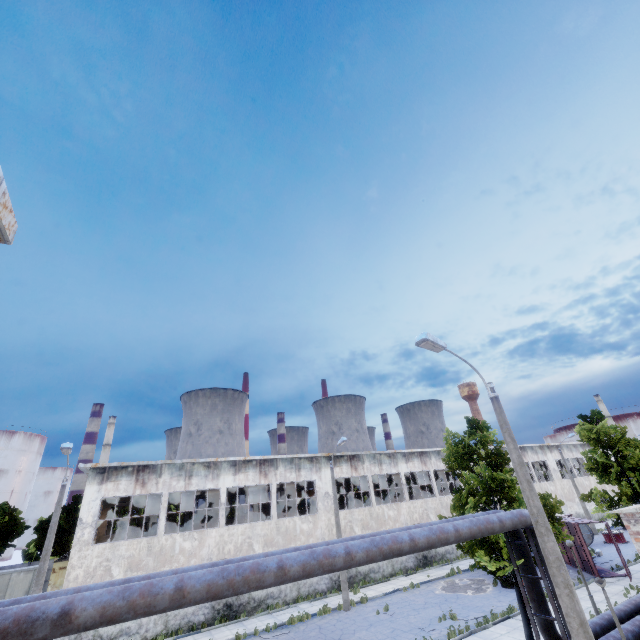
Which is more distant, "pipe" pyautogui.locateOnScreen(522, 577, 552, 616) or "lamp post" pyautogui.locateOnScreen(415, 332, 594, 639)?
"pipe" pyautogui.locateOnScreen(522, 577, 552, 616)

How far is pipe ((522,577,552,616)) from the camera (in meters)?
11.51

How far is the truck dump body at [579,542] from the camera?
21.48m

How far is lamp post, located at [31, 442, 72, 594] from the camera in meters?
15.4

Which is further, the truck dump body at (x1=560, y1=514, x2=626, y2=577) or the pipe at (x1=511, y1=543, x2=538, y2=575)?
the truck dump body at (x1=560, y1=514, x2=626, y2=577)

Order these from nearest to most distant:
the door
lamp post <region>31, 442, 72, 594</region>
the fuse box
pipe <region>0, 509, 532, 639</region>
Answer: pipe <region>0, 509, 532, 639</region> < lamp post <region>31, 442, 72, 594</region> < the door < the fuse box

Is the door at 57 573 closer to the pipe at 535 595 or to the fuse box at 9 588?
the fuse box at 9 588

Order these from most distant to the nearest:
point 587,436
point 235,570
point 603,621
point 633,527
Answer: point 587,436
point 603,621
point 633,527
point 235,570
